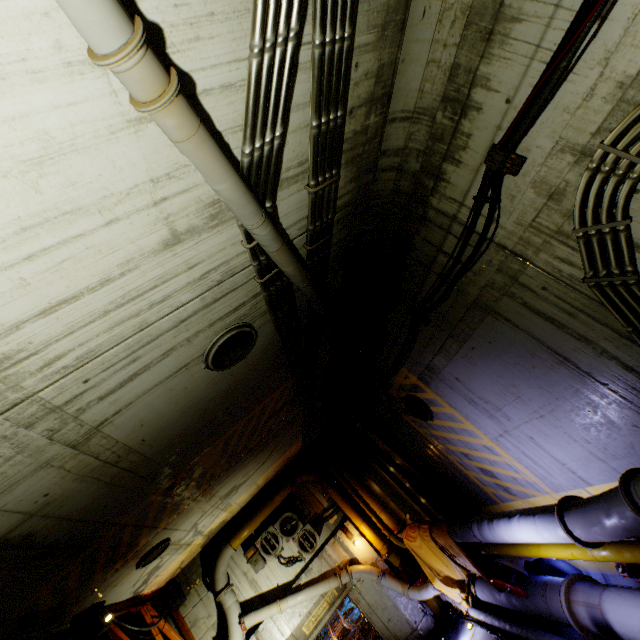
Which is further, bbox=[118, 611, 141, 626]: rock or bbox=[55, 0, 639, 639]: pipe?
bbox=[118, 611, 141, 626]: rock

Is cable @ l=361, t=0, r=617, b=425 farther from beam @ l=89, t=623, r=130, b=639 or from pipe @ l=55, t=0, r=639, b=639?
beam @ l=89, t=623, r=130, b=639

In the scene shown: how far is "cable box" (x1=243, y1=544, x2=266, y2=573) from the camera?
11.29m

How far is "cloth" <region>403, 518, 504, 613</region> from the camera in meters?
8.2

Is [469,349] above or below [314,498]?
below

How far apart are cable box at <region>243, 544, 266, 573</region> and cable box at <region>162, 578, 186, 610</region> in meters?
2.2 m

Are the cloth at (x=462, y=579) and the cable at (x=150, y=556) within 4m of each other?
no

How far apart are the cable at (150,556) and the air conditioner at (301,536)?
4.29m
